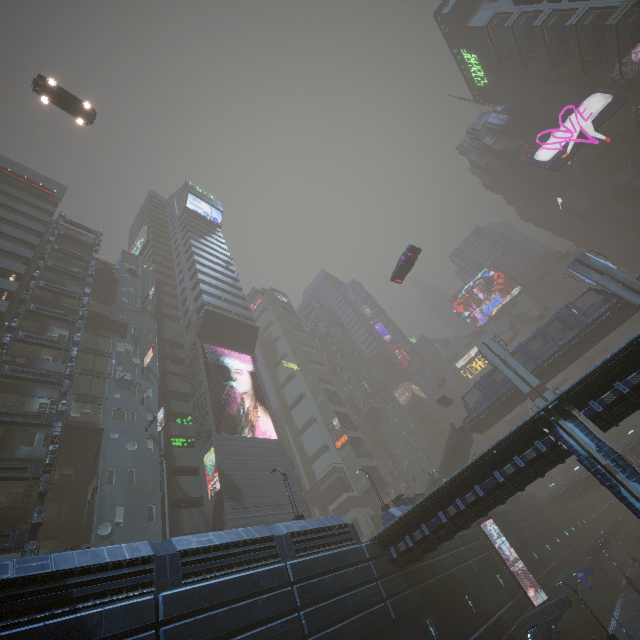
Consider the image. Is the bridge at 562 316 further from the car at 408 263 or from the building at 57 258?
the car at 408 263

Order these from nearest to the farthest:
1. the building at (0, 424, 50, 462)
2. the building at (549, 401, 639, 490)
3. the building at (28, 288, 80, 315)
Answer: the building at (549, 401, 639, 490) < the building at (0, 424, 50, 462) < the building at (28, 288, 80, 315)

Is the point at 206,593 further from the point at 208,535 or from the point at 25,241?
the point at 25,241

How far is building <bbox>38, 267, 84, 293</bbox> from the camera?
35.74m

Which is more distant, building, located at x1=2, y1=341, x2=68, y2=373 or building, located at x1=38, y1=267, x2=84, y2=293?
building, located at x1=38, y1=267, x2=84, y2=293

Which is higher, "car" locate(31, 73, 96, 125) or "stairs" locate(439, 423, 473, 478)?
"car" locate(31, 73, 96, 125)

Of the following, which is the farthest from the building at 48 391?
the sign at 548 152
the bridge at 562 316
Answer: the bridge at 562 316

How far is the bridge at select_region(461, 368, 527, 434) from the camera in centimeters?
3978cm
